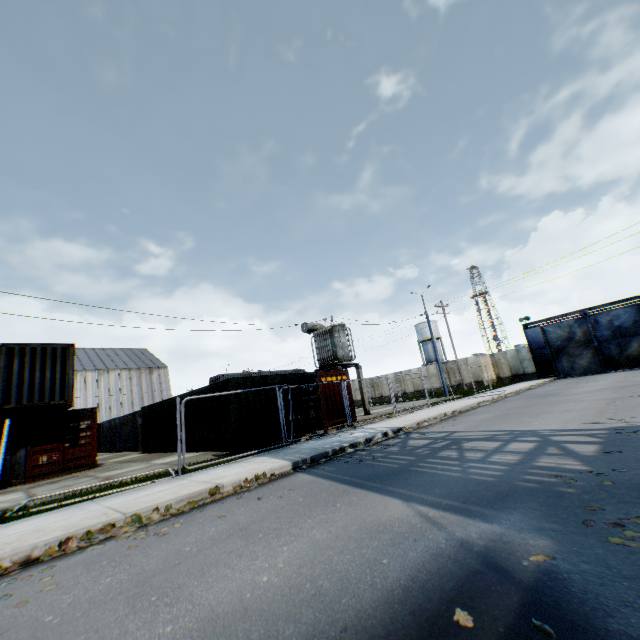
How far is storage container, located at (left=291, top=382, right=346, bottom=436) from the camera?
15.74m

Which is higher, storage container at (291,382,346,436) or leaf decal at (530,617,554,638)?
storage container at (291,382,346,436)

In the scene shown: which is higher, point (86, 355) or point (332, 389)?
point (86, 355)

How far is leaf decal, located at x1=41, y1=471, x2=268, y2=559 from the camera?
5.01m

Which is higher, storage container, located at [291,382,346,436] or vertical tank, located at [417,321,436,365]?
vertical tank, located at [417,321,436,365]

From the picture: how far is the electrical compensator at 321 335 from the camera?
22.2 meters

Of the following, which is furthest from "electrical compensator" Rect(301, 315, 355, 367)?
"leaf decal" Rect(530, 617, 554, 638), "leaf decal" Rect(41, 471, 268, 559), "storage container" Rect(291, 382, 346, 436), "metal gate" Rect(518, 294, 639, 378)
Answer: "metal gate" Rect(518, 294, 639, 378)

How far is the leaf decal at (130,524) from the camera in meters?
5.0 m
